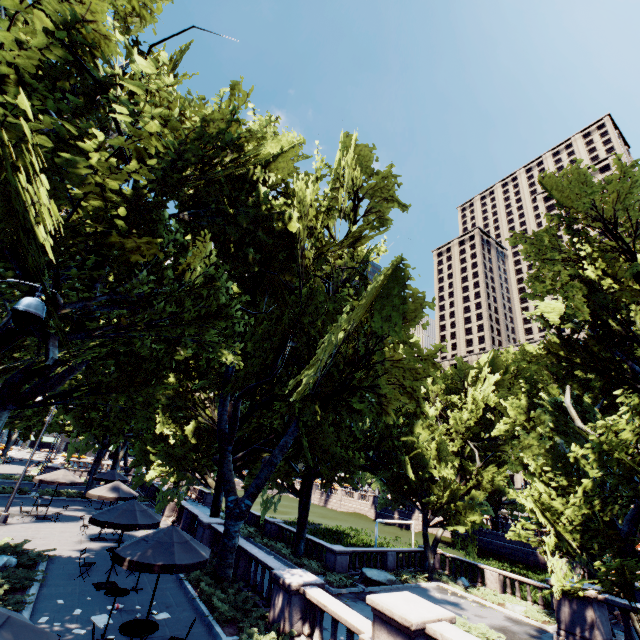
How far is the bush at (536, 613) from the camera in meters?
19.5

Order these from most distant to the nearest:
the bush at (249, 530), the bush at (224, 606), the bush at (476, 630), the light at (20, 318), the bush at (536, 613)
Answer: the bush at (249, 530) < the bush at (536, 613) < the bush at (476, 630) < the bush at (224, 606) < the light at (20, 318)

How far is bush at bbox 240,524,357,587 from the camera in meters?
20.8

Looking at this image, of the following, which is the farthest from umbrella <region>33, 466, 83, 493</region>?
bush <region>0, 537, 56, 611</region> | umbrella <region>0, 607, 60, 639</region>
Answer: umbrella <region>0, 607, 60, 639</region>

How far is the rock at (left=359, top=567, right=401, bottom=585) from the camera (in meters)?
22.03

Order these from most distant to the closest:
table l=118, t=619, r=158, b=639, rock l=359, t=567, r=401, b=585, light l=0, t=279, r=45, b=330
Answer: rock l=359, t=567, r=401, b=585
table l=118, t=619, r=158, b=639
light l=0, t=279, r=45, b=330

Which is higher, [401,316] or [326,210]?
[326,210]

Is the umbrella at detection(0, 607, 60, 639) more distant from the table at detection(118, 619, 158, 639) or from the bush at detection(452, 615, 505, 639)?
the bush at detection(452, 615, 505, 639)
